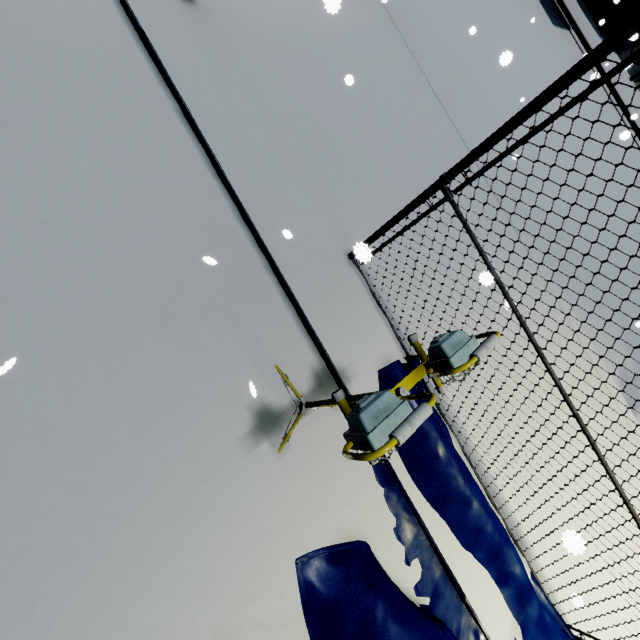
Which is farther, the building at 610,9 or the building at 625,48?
the building at 625,48

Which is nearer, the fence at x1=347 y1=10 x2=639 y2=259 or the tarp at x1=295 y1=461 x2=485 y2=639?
the fence at x1=347 y1=10 x2=639 y2=259

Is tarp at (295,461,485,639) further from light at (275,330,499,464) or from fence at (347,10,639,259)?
fence at (347,10,639,259)

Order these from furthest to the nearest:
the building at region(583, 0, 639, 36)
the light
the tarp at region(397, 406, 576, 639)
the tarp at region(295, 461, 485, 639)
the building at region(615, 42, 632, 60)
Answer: the building at region(615, 42, 632, 60), the building at region(583, 0, 639, 36), the tarp at region(397, 406, 576, 639), the tarp at region(295, 461, 485, 639), the light

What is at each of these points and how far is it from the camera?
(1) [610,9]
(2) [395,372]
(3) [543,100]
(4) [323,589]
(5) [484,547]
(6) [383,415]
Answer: (1) building, 16.67m
(2) tarp, 3.51m
(3) fence, 2.01m
(4) tarp, 2.73m
(5) tarp, 3.48m
(6) light, 1.54m

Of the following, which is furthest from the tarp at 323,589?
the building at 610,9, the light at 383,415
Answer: the building at 610,9

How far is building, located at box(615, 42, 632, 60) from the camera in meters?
18.0

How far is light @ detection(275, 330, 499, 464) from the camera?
1.4m
